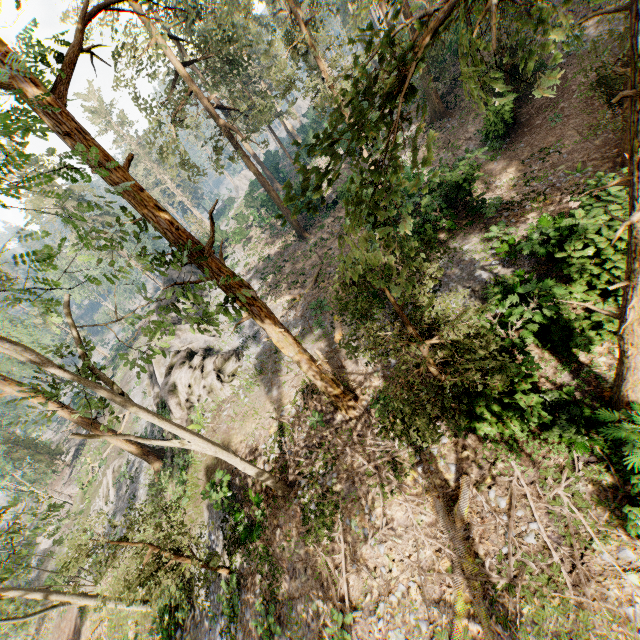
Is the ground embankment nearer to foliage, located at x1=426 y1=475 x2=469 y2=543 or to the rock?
foliage, located at x1=426 y1=475 x2=469 y2=543

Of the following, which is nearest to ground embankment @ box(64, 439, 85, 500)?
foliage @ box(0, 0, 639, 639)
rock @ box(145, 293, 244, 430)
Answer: foliage @ box(0, 0, 639, 639)

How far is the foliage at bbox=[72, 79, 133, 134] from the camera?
56.7 meters

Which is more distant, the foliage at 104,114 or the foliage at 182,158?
the foliage at 104,114

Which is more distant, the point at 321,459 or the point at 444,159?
the point at 444,159

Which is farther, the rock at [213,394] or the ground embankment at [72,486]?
the ground embankment at [72,486]

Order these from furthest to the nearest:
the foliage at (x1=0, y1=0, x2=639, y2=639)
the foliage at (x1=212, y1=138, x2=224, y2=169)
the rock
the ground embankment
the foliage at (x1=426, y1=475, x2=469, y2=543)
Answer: the ground embankment, the foliage at (x1=212, y1=138, x2=224, y2=169), the rock, the foliage at (x1=426, y1=475, x2=469, y2=543), the foliage at (x1=0, y1=0, x2=639, y2=639)
